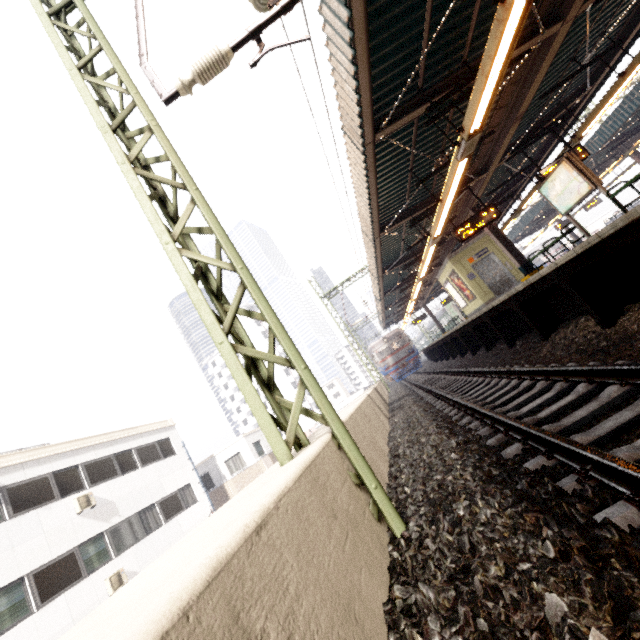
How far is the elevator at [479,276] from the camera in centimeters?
1489cm

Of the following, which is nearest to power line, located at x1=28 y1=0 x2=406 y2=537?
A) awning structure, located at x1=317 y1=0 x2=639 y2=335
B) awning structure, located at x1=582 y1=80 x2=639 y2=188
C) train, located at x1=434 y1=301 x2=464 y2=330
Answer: awning structure, located at x1=317 y1=0 x2=639 y2=335

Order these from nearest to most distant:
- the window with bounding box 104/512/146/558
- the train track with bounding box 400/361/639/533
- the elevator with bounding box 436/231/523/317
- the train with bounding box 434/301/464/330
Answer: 1. the train track with bounding box 400/361/639/533
2. the window with bounding box 104/512/146/558
3. the elevator with bounding box 436/231/523/317
4. the train with bounding box 434/301/464/330

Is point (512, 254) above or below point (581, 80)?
below

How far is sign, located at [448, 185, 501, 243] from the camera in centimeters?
1040cm

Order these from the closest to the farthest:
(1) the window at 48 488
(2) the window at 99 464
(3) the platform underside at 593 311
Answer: (3) the platform underside at 593 311 < (1) the window at 48 488 < (2) the window at 99 464

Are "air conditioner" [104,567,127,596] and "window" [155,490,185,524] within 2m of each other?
no

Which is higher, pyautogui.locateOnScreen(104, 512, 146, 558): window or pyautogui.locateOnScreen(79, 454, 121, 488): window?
pyautogui.locateOnScreen(79, 454, 121, 488): window
